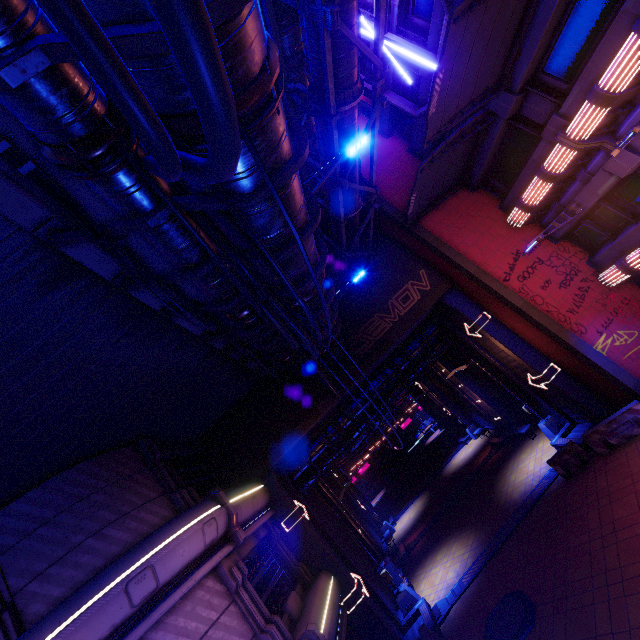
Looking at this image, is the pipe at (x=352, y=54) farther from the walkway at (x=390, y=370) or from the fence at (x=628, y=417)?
the fence at (x=628, y=417)

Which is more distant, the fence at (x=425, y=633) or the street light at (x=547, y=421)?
the street light at (x=547, y=421)

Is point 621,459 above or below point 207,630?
below

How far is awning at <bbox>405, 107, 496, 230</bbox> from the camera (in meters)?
12.98

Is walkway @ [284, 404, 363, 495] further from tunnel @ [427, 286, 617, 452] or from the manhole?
the manhole

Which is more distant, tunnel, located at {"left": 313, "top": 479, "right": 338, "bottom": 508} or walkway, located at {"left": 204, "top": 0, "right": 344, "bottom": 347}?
tunnel, located at {"left": 313, "top": 479, "right": 338, "bottom": 508}

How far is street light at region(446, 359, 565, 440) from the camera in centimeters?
1704cm

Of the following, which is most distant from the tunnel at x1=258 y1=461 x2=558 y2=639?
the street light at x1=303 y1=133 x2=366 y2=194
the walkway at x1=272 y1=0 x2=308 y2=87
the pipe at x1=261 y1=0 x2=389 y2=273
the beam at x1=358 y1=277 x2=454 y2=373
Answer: the street light at x1=303 y1=133 x2=366 y2=194
